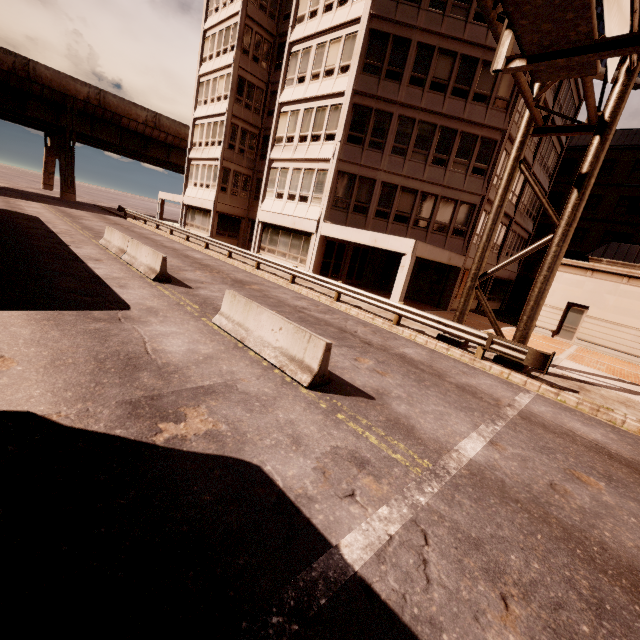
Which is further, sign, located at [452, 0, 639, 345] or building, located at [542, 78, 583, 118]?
building, located at [542, 78, 583, 118]

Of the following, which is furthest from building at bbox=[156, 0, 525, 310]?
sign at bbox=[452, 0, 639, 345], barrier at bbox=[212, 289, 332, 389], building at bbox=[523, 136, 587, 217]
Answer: barrier at bbox=[212, 289, 332, 389]

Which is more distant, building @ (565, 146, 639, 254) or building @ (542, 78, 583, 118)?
building @ (565, 146, 639, 254)

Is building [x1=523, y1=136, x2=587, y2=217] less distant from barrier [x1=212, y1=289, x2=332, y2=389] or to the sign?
the sign

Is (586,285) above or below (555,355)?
above

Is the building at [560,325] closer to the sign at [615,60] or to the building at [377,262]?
the building at [377,262]

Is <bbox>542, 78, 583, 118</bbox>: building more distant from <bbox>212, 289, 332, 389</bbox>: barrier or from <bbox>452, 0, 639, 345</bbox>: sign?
<bbox>212, 289, 332, 389</bbox>: barrier

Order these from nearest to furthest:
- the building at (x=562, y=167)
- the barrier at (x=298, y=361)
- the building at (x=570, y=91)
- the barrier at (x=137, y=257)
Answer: the barrier at (x=298, y=361), the barrier at (x=137, y=257), the building at (x=570, y=91), the building at (x=562, y=167)
